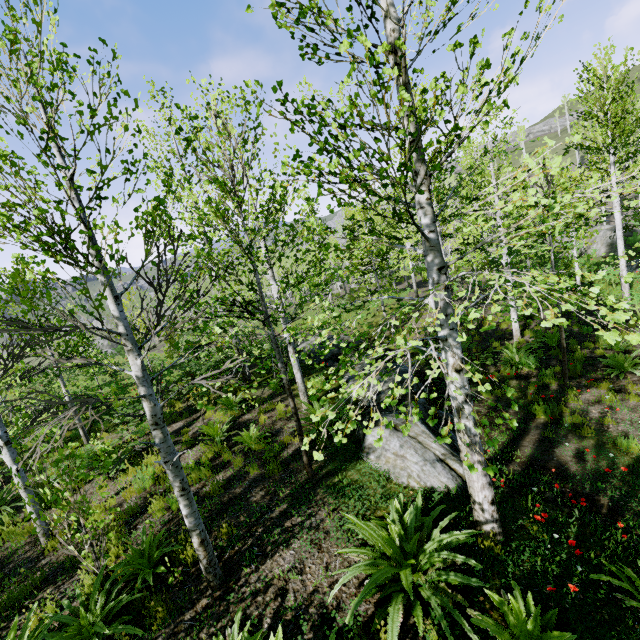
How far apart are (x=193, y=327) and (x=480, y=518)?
10.50m

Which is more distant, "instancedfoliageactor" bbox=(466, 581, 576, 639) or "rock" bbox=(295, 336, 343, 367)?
"rock" bbox=(295, 336, 343, 367)

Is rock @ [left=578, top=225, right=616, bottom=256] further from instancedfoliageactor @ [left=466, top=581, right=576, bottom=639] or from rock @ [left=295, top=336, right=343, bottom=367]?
rock @ [left=295, top=336, right=343, bottom=367]

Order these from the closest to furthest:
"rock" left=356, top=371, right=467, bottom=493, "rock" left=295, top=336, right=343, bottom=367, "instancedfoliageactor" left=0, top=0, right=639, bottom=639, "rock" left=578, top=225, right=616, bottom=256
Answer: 1. "instancedfoliageactor" left=0, top=0, right=639, bottom=639
2. "rock" left=356, top=371, right=467, bottom=493
3. "rock" left=295, top=336, right=343, bottom=367
4. "rock" left=578, top=225, right=616, bottom=256

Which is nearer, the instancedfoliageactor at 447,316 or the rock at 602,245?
the instancedfoliageactor at 447,316

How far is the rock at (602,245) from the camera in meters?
25.5 m

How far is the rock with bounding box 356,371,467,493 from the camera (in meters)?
5.54

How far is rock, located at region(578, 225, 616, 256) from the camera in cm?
2545
